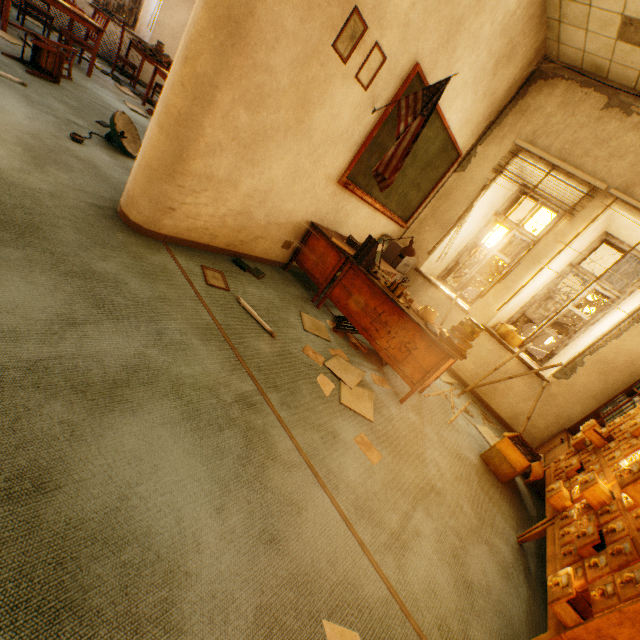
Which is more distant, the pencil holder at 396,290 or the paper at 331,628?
the pencil holder at 396,290

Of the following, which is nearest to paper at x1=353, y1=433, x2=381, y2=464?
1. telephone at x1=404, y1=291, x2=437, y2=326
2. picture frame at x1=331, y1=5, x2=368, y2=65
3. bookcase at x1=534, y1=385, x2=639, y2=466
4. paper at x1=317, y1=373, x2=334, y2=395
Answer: paper at x1=317, y1=373, x2=334, y2=395

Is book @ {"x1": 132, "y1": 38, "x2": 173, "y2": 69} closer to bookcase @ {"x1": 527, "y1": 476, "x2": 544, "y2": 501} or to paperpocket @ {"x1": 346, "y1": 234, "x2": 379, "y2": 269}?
paperpocket @ {"x1": 346, "y1": 234, "x2": 379, "y2": 269}

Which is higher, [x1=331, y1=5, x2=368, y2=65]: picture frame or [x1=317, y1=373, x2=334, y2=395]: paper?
[x1=331, y1=5, x2=368, y2=65]: picture frame

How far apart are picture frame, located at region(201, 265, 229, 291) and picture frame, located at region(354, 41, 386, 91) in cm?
208

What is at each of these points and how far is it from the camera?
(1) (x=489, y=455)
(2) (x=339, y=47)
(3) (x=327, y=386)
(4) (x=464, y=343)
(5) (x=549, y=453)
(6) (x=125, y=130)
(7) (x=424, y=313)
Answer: (1) cardboard box, 3.24m
(2) picture frame, 2.53m
(3) paper, 2.60m
(4) book, 2.90m
(5) bookcase, 3.69m
(6) lamp, 3.90m
(7) telephone, 3.29m

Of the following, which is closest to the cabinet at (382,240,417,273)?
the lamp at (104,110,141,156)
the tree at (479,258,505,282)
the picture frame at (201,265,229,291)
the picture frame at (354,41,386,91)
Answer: the picture frame at (354,41,386,91)

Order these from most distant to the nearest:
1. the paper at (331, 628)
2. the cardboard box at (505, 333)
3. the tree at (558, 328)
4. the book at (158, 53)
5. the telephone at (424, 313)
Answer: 1. the tree at (558, 328)
2. the book at (158, 53)
3. the cardboard box at (505, 333)
4. the telephone at (424, 313)
5. the paper at (331, 628)
